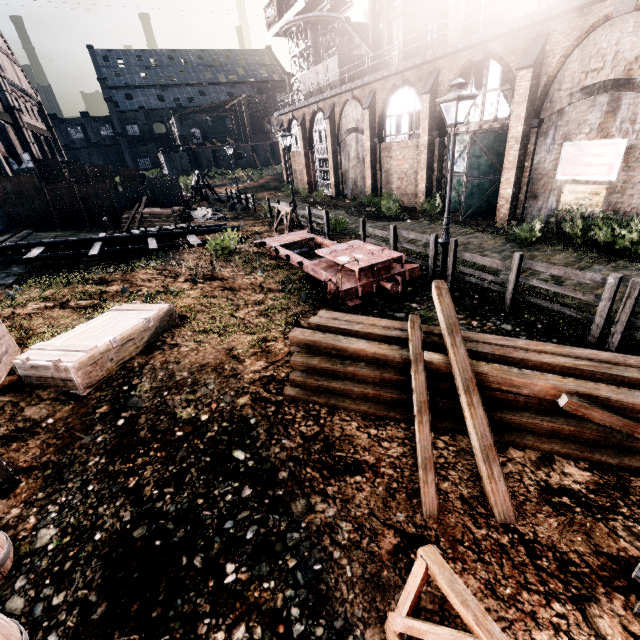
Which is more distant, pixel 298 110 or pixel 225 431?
pixel 298 110

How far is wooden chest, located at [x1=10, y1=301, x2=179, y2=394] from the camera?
6.72m

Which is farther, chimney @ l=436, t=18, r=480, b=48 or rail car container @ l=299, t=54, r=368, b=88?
rail car container @ l=299, t=54, r=368, b=88

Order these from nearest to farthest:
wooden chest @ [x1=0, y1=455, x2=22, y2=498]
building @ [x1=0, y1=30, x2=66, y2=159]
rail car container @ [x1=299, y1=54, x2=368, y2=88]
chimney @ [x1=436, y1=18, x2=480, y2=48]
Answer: wooden chest @ [x1=0, y1=455, x2=22, y2=498] < chimney @ [x1=436, y1=18, x2=480, y2=48] < rail car container @ [x1=299, y1=54, x2=368, y2=88] < building @ [x1=0, y1=30, x2=66, y2=159]

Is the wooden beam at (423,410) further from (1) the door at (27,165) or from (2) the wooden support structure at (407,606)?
(1) the door at (27,165)

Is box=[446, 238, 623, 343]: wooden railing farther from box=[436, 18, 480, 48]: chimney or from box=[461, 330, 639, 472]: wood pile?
box=[436, 18, 480, 48]: chimney

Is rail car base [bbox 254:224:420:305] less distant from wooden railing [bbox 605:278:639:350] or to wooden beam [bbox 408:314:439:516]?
wooden beam [bbox 408:314:439:516]

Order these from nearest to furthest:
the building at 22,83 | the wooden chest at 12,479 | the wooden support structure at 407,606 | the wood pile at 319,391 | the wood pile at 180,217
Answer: the wooden support structure at 407,606 < the wooden chest at 12,479 < the wood pile at 319,391 < the wood pile at 180,217 < the building at 22,83
